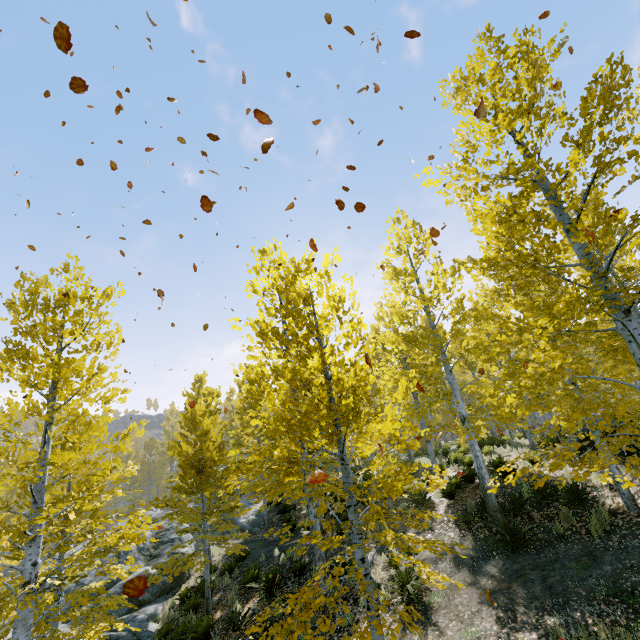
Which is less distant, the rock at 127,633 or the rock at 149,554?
the rock at 127,633

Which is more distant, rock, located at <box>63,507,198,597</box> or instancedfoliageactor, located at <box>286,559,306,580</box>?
rock, located at <box>63,507,198,597</box>

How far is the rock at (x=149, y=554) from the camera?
14.12m

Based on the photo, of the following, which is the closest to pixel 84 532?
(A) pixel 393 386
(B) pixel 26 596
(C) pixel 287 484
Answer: (B) pixel 26 596

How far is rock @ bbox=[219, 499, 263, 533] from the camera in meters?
21.1 m

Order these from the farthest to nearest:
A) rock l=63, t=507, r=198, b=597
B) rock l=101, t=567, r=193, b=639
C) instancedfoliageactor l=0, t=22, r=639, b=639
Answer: rock l=63, t=507, r=198, b=597, rock l=101, t=567, r=193, b=639, instancedfoliageactor l=0, t=22, r=639, b=639

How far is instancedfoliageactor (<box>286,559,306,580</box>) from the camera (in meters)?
11.02
